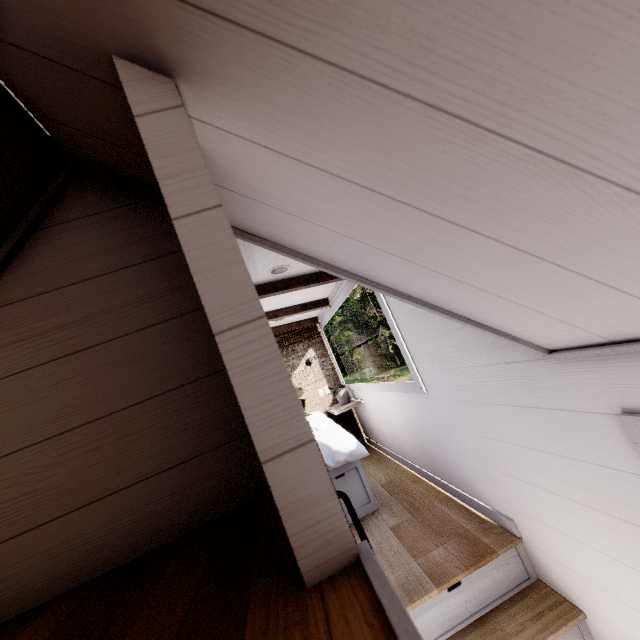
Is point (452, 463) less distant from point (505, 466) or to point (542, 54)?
point (505, 466)

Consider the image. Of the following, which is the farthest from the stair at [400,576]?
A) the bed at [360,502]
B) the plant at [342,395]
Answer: the plant at [342,395]

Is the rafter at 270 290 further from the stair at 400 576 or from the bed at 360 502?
the stair at 400 576

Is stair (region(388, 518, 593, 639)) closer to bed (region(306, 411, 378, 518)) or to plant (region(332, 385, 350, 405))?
bed (region(306, 411, 378, 518))

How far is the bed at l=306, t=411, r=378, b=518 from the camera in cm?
287

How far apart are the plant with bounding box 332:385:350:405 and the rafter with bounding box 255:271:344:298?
2.20m

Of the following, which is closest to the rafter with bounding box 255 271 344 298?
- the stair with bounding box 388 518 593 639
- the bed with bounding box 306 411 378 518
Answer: the bed with bounding box 306 411 378 518
